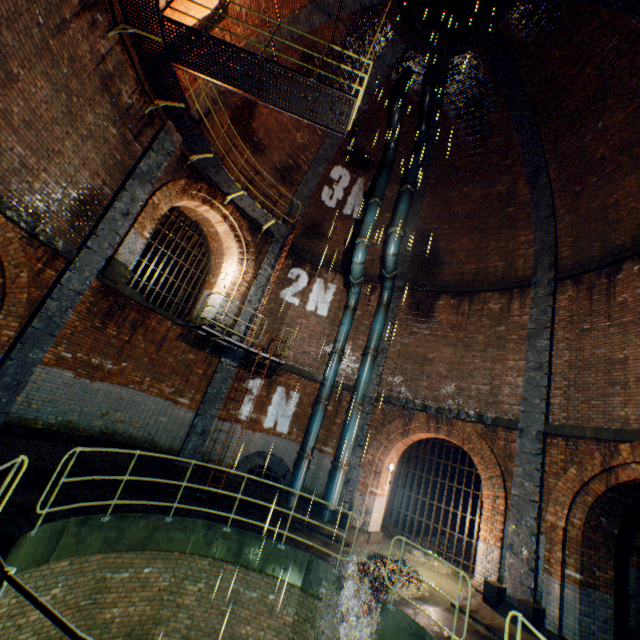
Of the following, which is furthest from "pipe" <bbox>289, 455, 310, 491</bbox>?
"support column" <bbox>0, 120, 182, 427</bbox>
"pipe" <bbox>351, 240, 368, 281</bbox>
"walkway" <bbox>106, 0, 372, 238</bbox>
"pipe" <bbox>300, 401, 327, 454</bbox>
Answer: "walkway" <bbox>106, 0, 372, 238</bbox>

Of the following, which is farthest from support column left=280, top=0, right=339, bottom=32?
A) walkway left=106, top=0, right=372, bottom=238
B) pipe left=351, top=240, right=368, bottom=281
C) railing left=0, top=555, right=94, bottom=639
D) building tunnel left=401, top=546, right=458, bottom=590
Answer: building tunnel left=401, top=546, right=458, bottom=590

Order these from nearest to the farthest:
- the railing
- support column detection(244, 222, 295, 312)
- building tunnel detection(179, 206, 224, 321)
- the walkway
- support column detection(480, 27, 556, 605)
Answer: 1. the railing
2. the walkway
3. support column detection(480, 27, 556, 605)
4. support column detection(244, 222, 295, 312)
5. building tunnel detection(179, 206, 224, 321)

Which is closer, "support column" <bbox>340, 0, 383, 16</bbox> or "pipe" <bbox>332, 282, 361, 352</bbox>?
"support column" <bbox>340, 0, 383, 16</bbox>

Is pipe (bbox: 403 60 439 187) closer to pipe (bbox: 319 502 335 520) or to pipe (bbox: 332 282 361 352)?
pipe (bbox: 332 282 361 352)

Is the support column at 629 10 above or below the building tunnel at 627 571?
above

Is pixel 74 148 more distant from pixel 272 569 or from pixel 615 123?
pixel 615 123

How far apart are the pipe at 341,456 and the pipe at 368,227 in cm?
626
